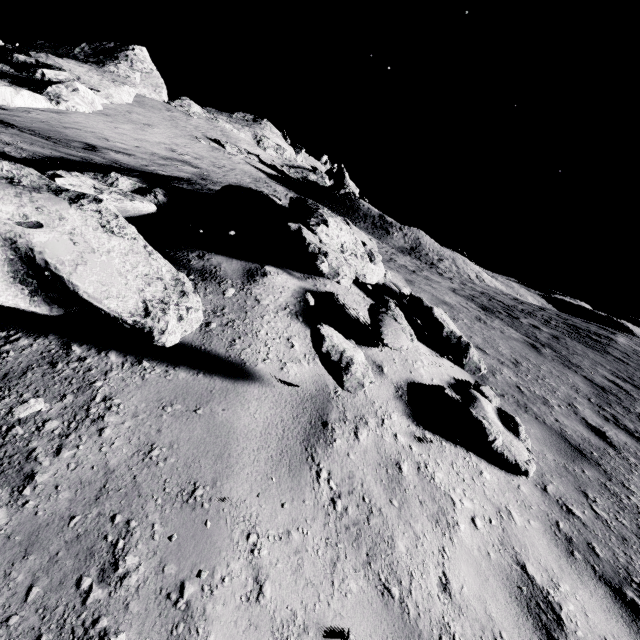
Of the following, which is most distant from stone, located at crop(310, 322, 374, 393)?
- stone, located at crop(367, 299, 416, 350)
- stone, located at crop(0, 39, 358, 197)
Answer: stone, located at crop(0, 39, 358, 197)

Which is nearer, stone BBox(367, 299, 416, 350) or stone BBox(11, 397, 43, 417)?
stone BBox(11, 397, 43, 417)

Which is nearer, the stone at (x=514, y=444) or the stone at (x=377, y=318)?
the stone at (x=514, y=444)

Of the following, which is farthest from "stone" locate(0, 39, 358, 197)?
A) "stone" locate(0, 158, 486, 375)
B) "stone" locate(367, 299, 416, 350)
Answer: "stone" locate(367, 299, 416, 350)

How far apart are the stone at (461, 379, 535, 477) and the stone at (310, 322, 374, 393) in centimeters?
140cm

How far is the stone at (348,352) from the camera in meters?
2.5 m

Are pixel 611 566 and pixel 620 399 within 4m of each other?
no

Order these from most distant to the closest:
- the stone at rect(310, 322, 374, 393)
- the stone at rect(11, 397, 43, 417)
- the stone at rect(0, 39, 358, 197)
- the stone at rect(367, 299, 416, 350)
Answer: the stone at rect(0, 39, 358, 197), the stone at rect(367, 299, 416, 350), the stone at rect(310, 322, 374, 393), the stone at rect(11, 397, 43, 417)
